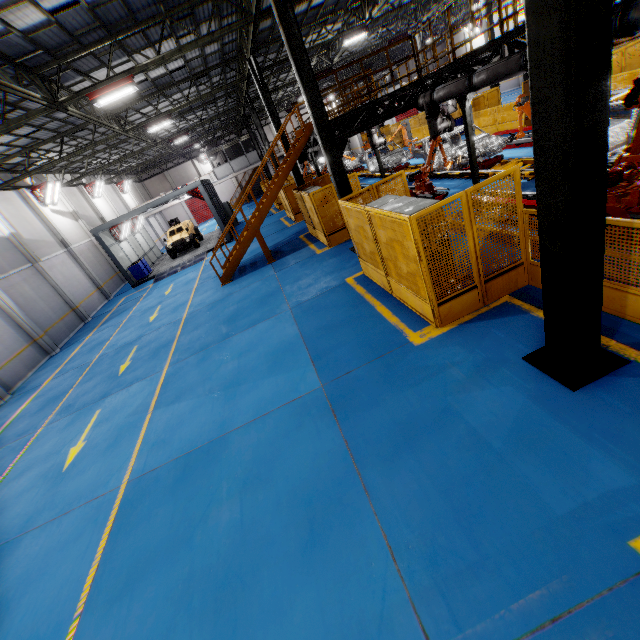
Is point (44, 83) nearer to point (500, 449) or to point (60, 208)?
point (60, 208)

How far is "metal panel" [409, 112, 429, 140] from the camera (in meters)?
25.61

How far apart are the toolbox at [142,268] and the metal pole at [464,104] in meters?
21.5

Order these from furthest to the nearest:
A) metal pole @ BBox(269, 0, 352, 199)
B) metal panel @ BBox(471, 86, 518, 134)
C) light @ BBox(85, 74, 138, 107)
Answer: metal panel @ BBox(471, 86, 518, 134) < light @ BBox(85, 74, 138, 107) < metal pole @ BBox(269, 0, 352, 199)

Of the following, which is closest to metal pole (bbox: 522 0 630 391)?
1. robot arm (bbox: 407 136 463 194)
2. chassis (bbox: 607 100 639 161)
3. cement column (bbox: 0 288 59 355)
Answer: chassis (bbox: 607 100 639 161)

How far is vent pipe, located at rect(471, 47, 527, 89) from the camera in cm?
752

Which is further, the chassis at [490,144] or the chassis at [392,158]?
the chassis at [392,158]

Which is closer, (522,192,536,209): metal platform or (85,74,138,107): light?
(522,192,536,209): metal platform
